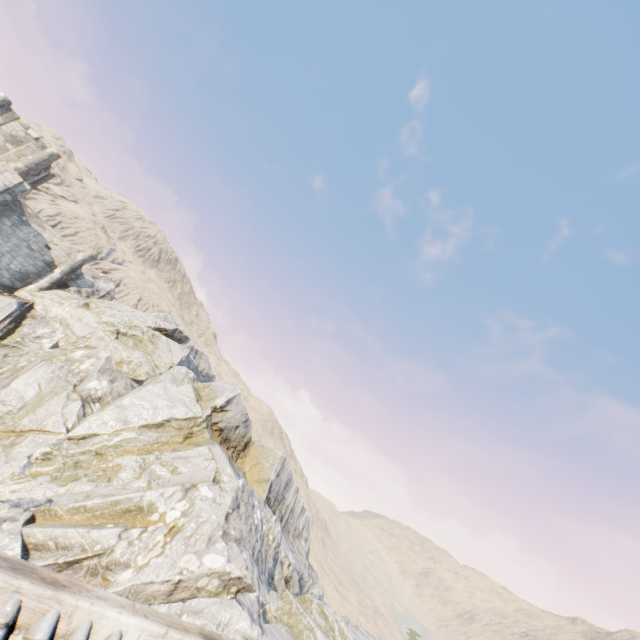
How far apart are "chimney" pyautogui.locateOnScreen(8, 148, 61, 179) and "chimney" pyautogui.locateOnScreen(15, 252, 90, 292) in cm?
734

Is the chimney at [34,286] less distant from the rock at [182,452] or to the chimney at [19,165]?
the rock at [182,452]

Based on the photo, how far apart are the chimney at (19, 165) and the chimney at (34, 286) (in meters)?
7.34

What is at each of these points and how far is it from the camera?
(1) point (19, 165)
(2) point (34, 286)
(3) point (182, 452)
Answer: (1) chimney, 27.6m
(2) chimney, 26.7m
(3) rock, 19.5m

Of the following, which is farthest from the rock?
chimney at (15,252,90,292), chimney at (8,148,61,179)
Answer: chimney at (8,148,61,179)

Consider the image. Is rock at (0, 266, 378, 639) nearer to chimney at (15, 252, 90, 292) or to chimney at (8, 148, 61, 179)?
chimney at (15, 252, 90, 292)

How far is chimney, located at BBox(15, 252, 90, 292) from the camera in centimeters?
2666cm
